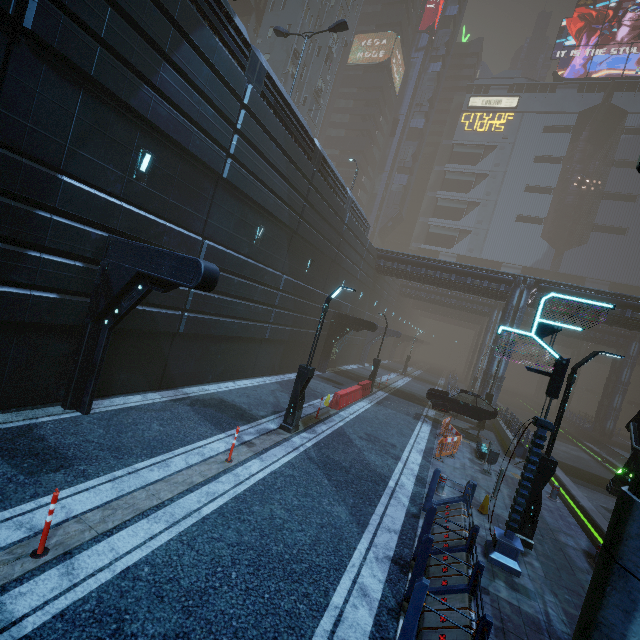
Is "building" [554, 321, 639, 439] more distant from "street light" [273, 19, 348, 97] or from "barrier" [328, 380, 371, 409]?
"barrier" [328, 380, 371, 409]

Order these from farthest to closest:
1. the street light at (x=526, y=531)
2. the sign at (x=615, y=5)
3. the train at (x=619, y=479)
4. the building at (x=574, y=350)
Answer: the sign at (x=615, y=5)
the building at (x=574, y=350)
the train at (x=619, y=479)
the street light at (x=526, y=531)

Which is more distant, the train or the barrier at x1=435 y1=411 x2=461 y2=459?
the barrier at x1=435 y1=411 x2=461 y2=459

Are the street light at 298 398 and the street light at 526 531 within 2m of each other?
no

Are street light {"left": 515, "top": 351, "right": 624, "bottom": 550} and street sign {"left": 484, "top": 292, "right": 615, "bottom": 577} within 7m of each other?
yes

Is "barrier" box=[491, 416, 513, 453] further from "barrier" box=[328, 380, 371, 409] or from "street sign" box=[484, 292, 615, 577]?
"street sign" box=[484, 292, 615, 577]

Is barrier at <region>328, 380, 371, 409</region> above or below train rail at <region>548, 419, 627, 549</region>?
above

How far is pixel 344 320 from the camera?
24.8 meters
